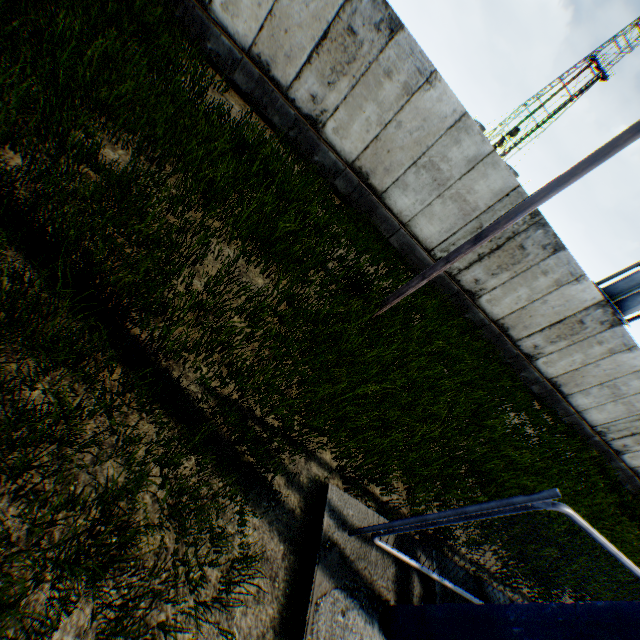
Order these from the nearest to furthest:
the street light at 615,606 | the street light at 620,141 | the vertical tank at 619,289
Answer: the street light at 615,606
the street light at 620,141
the vertical tank at 619,289

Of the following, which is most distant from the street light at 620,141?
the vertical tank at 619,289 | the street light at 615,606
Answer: the vertical tank at 619,289

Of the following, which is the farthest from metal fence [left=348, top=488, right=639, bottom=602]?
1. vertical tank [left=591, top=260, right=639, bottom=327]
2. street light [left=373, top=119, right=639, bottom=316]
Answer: vertical tank [left=591, top=260, right=639, bottom=327]

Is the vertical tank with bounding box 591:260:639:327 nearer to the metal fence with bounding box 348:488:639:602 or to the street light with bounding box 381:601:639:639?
the metal fence with bounding box 348:488:639:602

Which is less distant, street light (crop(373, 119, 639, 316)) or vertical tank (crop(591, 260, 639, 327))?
street light (crop(373, 119, 639, 316))

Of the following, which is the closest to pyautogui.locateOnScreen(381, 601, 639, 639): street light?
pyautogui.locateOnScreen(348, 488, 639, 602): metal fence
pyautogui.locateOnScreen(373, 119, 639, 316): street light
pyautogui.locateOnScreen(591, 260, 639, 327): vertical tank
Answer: pyautogui.locateOnScreen(348, 488, 639, 602): metal fence

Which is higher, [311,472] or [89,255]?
[89,255]

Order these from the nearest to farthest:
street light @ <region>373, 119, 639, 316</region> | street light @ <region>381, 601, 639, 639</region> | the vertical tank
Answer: street light @ <region>381, 601, 639, 639</region>
street light @ <region>373, 119, 639, 316</region>
the vertical tank
